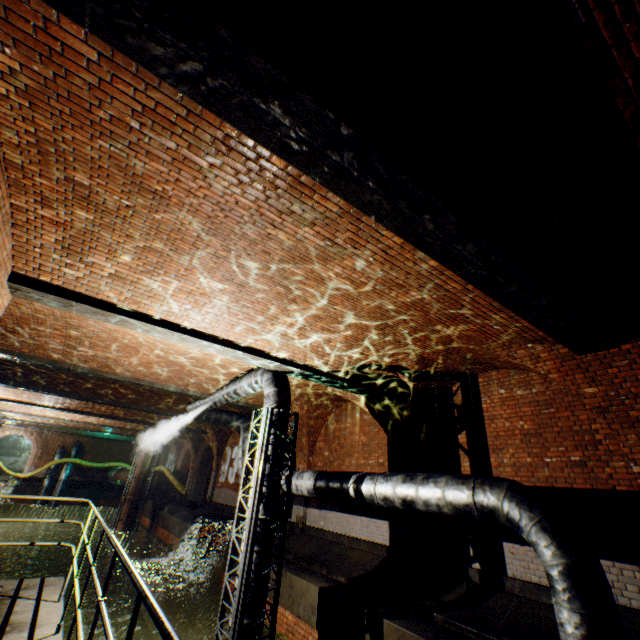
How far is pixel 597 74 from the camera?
2.3m

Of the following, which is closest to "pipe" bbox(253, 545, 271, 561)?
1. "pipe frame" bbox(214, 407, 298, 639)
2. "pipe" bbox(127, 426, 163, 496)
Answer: "pipe frame" bbox(214, 407, 298, 639)

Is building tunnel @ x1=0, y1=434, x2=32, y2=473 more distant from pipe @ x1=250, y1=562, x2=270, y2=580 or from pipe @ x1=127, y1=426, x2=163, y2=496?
pipe @ x1=250, y1=562, x2=270, y2=580

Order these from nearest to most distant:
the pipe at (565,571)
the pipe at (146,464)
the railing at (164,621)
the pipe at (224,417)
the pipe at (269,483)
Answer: the railing at (164,621), the pipe at (565,571), the pipe at (269,483), the pipe at (224,417), the pipe at (146,464)

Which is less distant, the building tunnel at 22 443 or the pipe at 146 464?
the pipe at 146 464

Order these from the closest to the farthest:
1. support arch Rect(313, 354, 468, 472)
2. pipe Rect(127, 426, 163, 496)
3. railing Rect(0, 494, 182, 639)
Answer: railing Rect(0, 494, 182, 639) < support arch Rect(313, 354, 468, 472) < pipe Rect(127, 426, 163, 496)

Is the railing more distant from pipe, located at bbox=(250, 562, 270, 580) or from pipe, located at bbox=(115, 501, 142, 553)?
pipe, located at bbox=(115, 501, 142, 553)

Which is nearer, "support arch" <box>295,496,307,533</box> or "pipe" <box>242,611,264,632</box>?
"pipe" <box>242,611,264,632</box>
